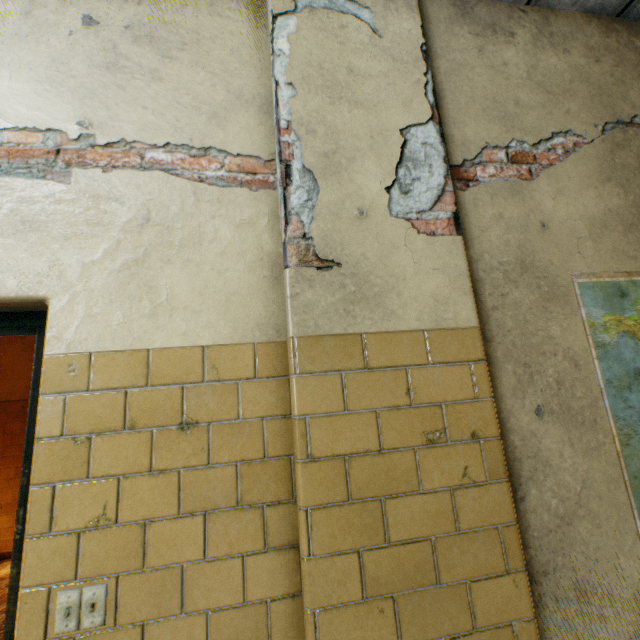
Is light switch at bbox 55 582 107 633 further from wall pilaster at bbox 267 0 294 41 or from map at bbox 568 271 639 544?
map at bbox 568 271 639 544

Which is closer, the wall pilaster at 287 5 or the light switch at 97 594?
the light switch at 97 594

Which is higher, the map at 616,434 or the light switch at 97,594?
the map at 616,434

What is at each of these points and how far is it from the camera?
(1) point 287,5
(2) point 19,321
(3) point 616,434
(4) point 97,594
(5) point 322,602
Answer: (1) wall pilaster, 1.56m
(2) door, 1.30m
(3) map, 1.42m
(4) light switch, 1.01m
(5) wall pilaster, 1.02m

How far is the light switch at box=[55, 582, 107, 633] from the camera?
0.98m

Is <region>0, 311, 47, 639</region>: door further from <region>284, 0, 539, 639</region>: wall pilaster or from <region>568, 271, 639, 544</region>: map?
<region>568, 271, 639, 544</region>: map

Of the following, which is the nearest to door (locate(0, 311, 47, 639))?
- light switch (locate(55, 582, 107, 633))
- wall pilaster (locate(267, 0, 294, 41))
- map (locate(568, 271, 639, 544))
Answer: light switch (locate(55, 582, 107, 633))

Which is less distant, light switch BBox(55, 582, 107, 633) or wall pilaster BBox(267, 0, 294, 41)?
light switch BBox(55, 582, 107, 633)
